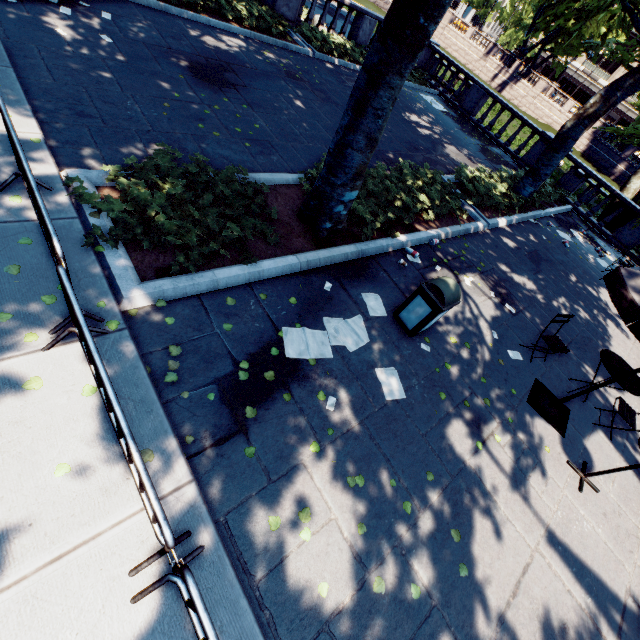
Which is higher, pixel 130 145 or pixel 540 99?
pixel 540 99

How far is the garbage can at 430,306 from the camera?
Result: 4.9m

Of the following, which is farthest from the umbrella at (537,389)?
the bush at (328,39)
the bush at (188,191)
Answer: the bush at (328,39)

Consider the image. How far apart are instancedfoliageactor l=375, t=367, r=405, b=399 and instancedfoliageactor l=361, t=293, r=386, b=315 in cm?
98

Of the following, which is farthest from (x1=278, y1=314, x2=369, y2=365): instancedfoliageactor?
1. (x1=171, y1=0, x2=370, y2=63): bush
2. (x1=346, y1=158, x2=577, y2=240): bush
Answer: (x1=171, y1=0, x2=370, y2=63): bush

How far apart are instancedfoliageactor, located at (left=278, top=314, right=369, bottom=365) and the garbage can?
0.6 meters

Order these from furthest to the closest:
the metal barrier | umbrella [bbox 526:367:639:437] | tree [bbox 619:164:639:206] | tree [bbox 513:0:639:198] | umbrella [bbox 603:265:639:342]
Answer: tree [bbox 619:164:639:206]
tree [bbox 513:0:639:198]
umbrella [bbox 526:367:639:437]
umbrella [bbox 603:265:639:342]
the metal barrier

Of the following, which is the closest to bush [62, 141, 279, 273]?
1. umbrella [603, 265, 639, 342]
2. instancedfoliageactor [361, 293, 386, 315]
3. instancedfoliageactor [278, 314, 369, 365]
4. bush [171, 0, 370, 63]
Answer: instancedfoliageactor [278, 314, 369, 365]
